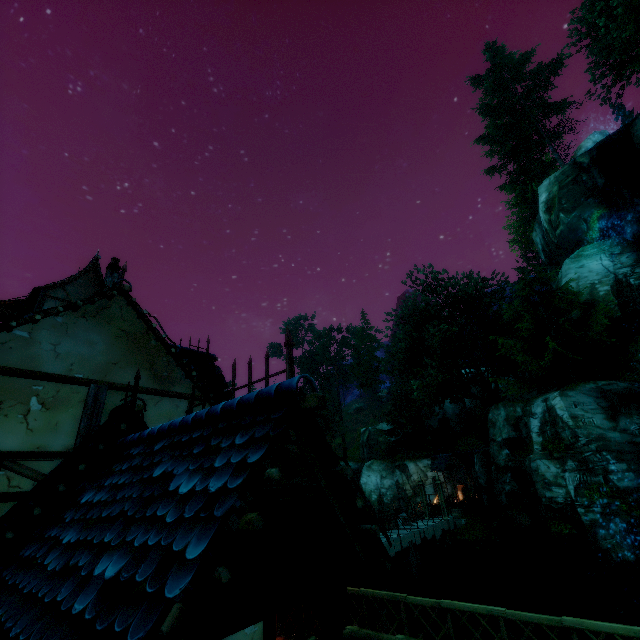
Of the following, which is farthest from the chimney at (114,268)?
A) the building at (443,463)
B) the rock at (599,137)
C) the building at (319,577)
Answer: the rock at (599,137)

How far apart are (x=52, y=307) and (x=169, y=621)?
5.04m

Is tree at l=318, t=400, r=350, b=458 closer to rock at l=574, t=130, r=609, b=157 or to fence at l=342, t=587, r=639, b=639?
rock at l=574, t=130, r=609, b=157

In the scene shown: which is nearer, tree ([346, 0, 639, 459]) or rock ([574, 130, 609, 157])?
tree ([346, 0, 639, 459])

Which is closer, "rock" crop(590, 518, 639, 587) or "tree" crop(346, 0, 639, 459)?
"rock" crop(590, 518, 639, 587)

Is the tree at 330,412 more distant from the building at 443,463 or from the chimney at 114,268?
the chimney at 114,268

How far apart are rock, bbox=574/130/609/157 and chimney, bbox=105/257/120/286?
37.8m

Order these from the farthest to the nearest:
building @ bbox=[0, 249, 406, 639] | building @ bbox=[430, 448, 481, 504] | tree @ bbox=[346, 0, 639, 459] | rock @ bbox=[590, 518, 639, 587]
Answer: building @ bbox=[430, 448, 481, 504] → tree @ bbox=[346, 0, 639, 459] → rock @ bbox=[590, 518, 639, 587] → building @ bbox=[0, 249, 406, 639]
